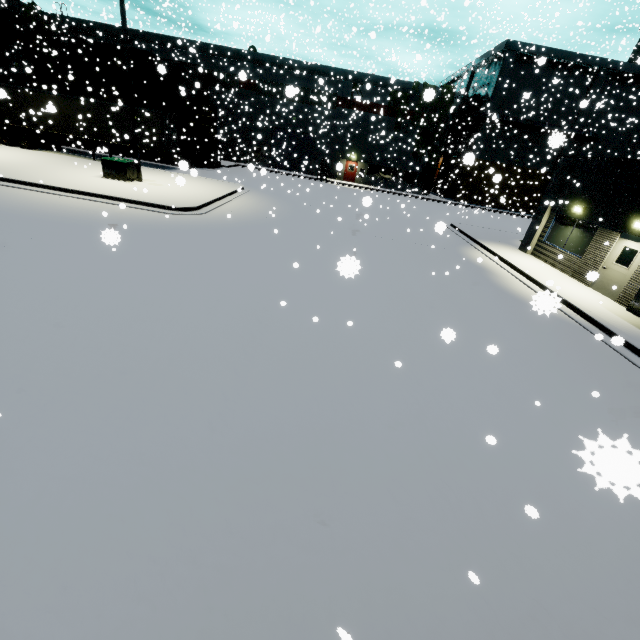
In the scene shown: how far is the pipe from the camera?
32.7 meters

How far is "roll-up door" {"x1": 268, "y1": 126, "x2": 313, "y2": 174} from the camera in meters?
37.4

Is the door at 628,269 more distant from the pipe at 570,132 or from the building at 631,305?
the pipe at 570,132

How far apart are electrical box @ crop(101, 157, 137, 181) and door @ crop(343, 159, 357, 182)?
26.2 meters

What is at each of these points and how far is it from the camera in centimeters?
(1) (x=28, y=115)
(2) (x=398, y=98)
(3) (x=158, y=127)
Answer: (1) semi trailer, 2452cm
(2) tree, 3544cm
(3) semi trailer, 2447cm

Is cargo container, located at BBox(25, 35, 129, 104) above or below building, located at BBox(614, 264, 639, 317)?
above

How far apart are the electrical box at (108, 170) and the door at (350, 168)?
26.2m

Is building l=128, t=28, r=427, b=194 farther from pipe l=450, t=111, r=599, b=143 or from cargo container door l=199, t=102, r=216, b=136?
cargo container door l=199, t=102, r=216, b=136
